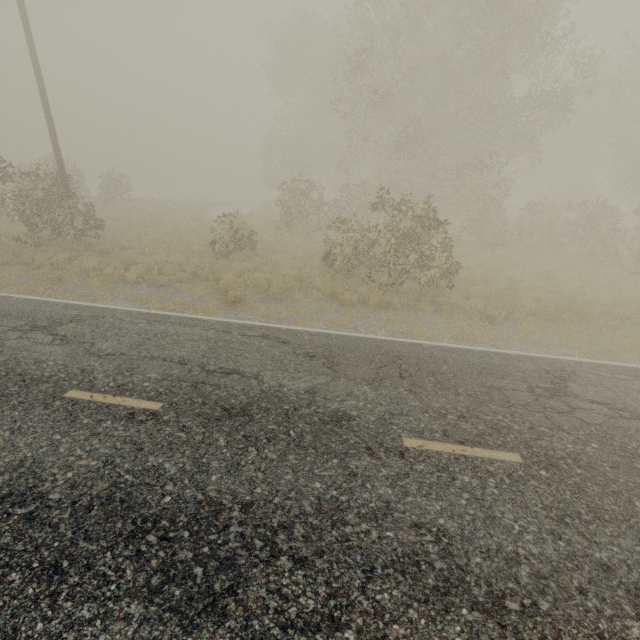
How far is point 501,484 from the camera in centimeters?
446cm
